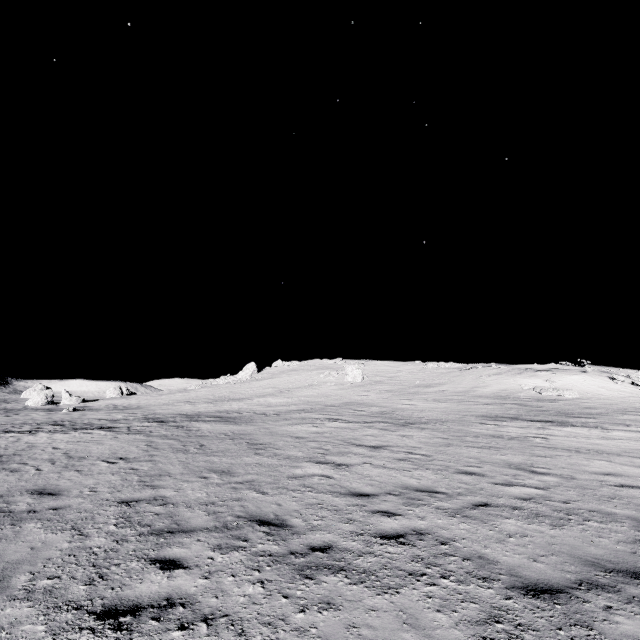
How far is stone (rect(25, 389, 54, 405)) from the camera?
44.03m

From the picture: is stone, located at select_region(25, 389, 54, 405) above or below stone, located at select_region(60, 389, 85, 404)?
below

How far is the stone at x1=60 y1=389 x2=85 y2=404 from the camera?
46.1m

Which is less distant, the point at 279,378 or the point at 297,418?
the point at 297,418

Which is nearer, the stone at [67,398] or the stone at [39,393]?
the stone at [39,393]

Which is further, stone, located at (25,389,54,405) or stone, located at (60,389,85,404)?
stone, located at (60,389,85,404)

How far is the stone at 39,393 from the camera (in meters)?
44.03
